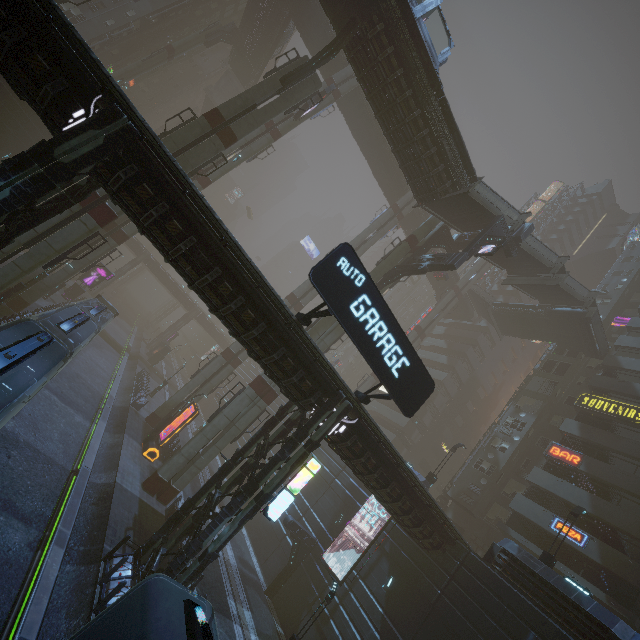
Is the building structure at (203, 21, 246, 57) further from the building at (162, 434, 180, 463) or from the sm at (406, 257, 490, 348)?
the sm at (406, 257, 490, 348)

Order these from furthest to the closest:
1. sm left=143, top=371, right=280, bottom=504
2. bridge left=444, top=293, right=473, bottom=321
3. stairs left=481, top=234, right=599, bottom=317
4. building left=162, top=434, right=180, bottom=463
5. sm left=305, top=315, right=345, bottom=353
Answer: bridge left=444, top=293, right=473, bottom=321 → stairs left=481, top=234, right=599, bottom=317 → building left=162, top=434, right=180, bottom=463 → sm left=305, top=315, right=345, bottom=353 → sm left=143, top=371, right=280, bottom=504

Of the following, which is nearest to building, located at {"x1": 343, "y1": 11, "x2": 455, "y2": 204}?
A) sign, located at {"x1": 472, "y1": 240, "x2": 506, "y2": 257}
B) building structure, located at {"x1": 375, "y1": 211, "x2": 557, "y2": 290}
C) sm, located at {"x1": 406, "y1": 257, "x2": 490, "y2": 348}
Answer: building structure, located at {"x1": 375, "y1": 211, "x2": 557, "y2": 290}

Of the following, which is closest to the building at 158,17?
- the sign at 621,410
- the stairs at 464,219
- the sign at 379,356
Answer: the sign at 621,410

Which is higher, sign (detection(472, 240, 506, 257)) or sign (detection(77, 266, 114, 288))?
sign (detection(472, 240, 506, 257))

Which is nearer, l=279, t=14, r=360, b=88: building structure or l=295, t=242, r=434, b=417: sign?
l=295, t=242, r=434, b=417: sign

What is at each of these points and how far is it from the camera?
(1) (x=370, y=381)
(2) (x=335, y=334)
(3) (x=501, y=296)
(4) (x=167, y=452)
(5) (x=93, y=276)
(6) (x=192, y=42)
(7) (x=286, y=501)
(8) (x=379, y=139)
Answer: (1) sm, 41.6 meters
(2) sm, 25.8 meters
(3) building, 53.7 meters
(4) building, 27.2 meters
(5) sign, 41.2 meters
(6) sm, 43.6 meters
(7) sign, 14.6 meters
(8) bridge, 40.8 meters

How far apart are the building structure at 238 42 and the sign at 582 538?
65.46m
